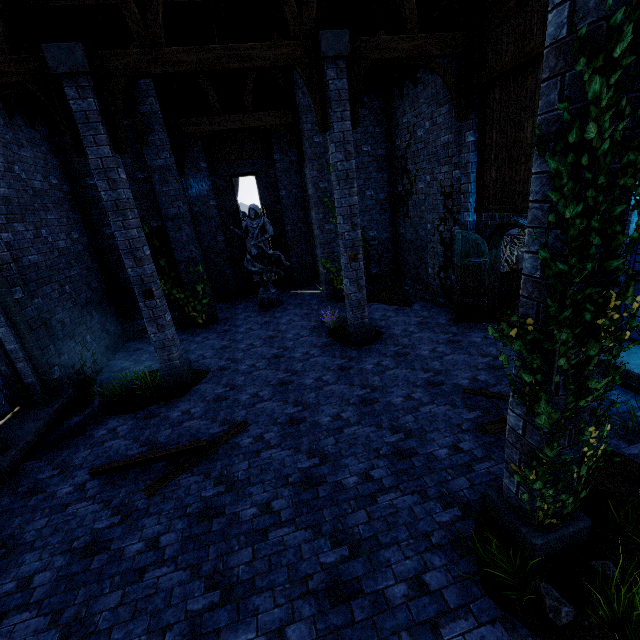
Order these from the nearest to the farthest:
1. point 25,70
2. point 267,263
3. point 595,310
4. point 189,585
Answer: point 595,310 → point 189,585 → point 25,70 → point 267,263

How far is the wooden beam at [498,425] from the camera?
5.2 meters

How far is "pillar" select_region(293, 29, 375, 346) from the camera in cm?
670

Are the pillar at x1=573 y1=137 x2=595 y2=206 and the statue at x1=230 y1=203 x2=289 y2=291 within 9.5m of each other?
no

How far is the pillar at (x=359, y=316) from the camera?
6.7 meters

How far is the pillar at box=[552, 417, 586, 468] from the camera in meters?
2.9

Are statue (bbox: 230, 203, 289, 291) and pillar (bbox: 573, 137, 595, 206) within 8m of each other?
no

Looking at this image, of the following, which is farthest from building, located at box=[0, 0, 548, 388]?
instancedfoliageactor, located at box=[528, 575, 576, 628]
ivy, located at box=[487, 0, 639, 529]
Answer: instancedfoliageactor, located at box=[528, 575, 576, 628]
